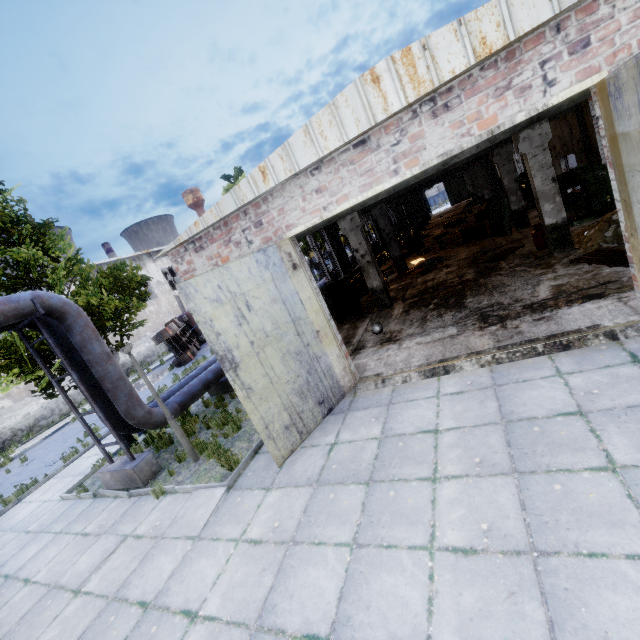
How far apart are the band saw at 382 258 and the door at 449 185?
32.9 meters

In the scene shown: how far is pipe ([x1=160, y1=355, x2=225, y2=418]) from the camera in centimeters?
948cm

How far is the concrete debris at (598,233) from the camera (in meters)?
8.95

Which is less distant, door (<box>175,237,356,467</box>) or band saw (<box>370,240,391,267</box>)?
door (<box>175,237,356,467</box>)

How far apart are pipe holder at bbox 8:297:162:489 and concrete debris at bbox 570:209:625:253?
13.2m

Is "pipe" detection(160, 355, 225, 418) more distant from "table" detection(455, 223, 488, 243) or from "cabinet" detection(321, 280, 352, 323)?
"table" detection(455, 223, 488, 243)

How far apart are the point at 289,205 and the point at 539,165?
7.9m

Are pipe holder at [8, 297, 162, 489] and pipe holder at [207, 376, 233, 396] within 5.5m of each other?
yes
